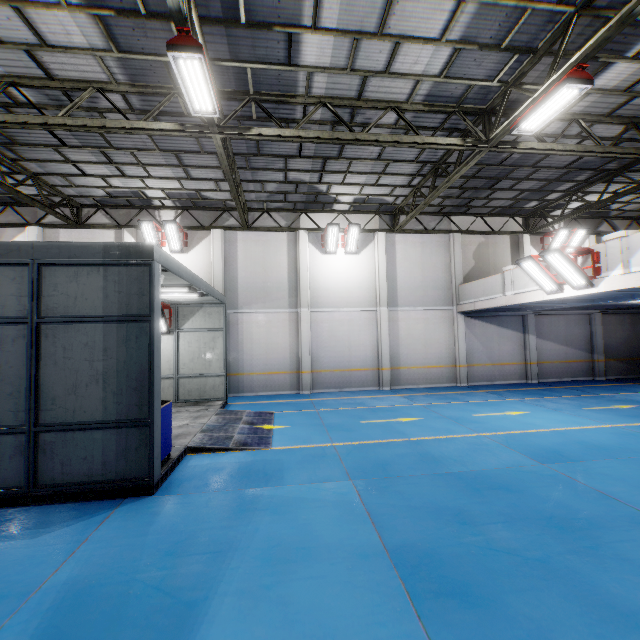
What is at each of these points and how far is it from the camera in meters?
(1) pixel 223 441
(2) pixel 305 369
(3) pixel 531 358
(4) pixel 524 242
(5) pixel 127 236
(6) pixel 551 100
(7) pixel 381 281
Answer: (1) metal ramp, 8.2 m
(2) cement column, 15.5 m
(3) cement column, 17.0 m
(4) cement column, 17.3 m
(5) cement column, 14.8 m
(6) light, 7.0 m
(7) cement column, 16.2 m

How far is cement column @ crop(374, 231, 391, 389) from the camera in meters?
16.0

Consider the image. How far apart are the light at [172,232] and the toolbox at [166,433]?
9.8 meters

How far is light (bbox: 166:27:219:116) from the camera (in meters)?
5.48

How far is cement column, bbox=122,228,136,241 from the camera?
14.8m

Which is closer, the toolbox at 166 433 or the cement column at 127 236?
the toolbox at 166 433

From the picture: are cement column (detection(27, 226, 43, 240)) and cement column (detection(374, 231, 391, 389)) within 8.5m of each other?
no

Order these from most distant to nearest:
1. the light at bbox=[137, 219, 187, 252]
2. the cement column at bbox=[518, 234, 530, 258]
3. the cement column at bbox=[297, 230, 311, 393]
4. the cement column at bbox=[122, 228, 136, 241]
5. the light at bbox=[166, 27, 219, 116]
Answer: the cement column at bbox=[518, 234, 530, 258] < the cement column at bbox=[297, 230, 311, 393] < the cement column at bbox=[122, 228, 136, 241] < the light at bbox=[137, 219, 187, 252] < the light at bbox=[166, 27, 219, 116]
